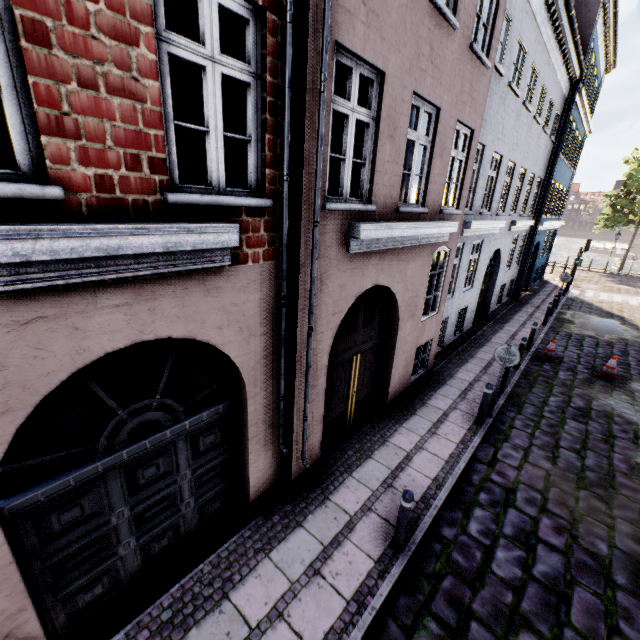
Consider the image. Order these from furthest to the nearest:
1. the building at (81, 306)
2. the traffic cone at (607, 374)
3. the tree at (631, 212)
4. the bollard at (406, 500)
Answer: the tree at (631, 212) < the traffic cone at (607, 374) < the bollard at (406, 500) < the building at (81, 306)

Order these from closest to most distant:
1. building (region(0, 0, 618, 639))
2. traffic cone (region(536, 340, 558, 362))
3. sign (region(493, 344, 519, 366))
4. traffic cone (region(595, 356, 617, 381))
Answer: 1. building (region(0, 0, 618, 639))
2. sign (region(493, 344, 519, 366))
3. traffic cone (region(595, 356, 617, 381))
4. traffic cone (region(536, 340, 558, 362))

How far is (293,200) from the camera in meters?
4.0

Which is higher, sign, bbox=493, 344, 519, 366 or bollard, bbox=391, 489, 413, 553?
sign, bbox=493, 344, 519, 366

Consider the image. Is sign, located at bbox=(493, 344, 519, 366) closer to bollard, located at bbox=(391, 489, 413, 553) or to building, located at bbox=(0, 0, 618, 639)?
building, located at bbox=(0, 0, 618, 639)

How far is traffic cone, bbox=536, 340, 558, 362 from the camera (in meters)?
11.34

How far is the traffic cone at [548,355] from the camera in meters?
11.3 m

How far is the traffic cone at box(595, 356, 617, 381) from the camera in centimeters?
1030cm
